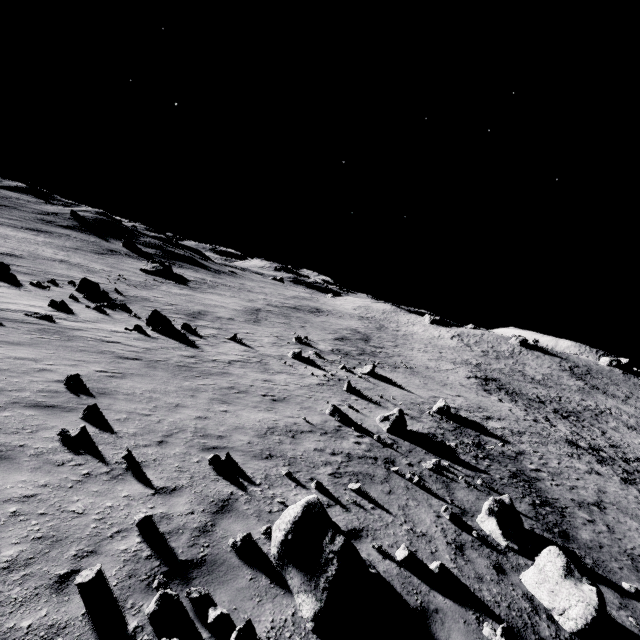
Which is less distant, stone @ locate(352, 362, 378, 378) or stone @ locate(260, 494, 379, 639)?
stone @ locate(260, 494, 379, 639)

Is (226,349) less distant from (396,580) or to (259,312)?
(396,580)

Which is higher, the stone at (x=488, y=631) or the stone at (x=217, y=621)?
the stone at (x=217, y=621)

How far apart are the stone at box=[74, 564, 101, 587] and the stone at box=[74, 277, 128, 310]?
26.5 meters

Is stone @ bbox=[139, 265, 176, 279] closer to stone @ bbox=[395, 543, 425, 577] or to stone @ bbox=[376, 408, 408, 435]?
→ stone @ bbox=[376, 408, 408, 435]

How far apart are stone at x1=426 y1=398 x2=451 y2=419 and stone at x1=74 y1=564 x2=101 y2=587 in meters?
21.4

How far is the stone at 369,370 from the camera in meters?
26.0 m

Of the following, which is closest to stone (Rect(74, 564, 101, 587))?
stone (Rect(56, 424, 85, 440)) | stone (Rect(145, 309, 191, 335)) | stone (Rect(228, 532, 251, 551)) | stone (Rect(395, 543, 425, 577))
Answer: stone (Rect(228, 532, 251, 551))
